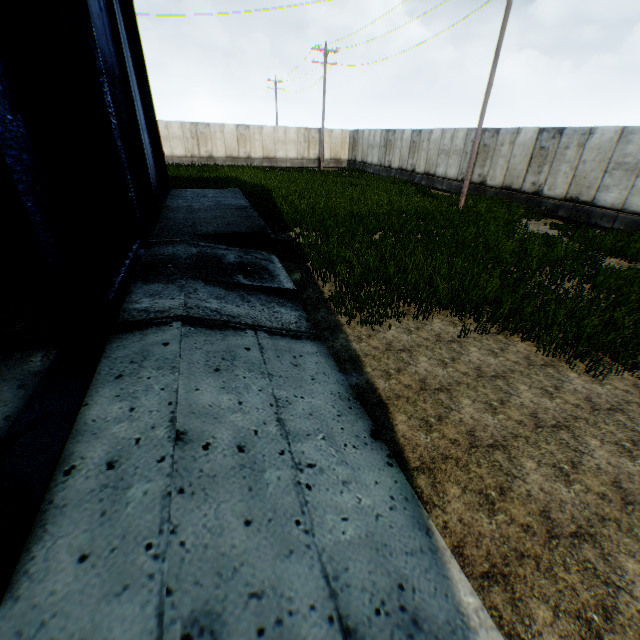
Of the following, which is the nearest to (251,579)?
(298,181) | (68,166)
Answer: (68,166)

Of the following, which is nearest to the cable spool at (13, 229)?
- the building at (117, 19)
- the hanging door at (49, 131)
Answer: the hanging door at (49, 131)

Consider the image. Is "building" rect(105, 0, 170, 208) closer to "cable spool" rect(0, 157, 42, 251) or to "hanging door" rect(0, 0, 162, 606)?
"hanging door" rect(0, 0, 162, 606)

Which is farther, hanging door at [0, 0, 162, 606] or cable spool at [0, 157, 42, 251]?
cable spool at [0, 157, 42, 251]

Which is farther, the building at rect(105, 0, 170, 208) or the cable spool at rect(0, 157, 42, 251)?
the building at rect(105, 0, 170, 208)

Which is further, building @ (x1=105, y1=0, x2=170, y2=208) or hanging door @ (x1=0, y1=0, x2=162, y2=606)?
building @ (x1=105, y1=0, x2=170, y2=208)

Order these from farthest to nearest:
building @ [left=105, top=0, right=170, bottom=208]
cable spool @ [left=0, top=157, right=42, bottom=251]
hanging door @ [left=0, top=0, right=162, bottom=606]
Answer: building @ [left=105, top=0, right=170, bottom=208]
cable spool @ [left=0, top=157, right=42, bottom=251]
hanging door @ [left=0, top=0, right=162, bottom=606]
